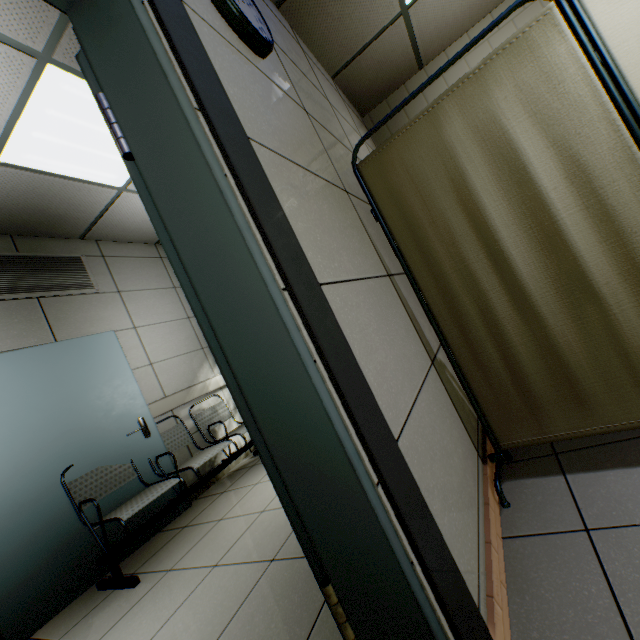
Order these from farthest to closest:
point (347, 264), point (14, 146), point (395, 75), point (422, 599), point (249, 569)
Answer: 1. point (395, 75)
2. point (14, 146)
3. point (249, 569)
4. point (347, 264)
5. point (422, 599)

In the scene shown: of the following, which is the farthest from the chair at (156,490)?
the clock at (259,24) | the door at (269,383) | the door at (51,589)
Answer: the clock at (259,24)

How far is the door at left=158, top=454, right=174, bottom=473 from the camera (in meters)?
3.26

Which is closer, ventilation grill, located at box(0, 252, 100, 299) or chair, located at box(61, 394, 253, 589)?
chair, located at box(61, 394, 253, 589)

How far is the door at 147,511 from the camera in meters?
2.9 m

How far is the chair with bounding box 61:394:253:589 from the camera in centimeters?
235cm

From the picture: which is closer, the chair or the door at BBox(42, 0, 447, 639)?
the door at BBox(42, 0, 447, 639)

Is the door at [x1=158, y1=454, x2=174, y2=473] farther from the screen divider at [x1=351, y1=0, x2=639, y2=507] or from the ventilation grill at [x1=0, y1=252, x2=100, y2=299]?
the screen divider at [x1=351, y1=0, x2=639, y2=507]
